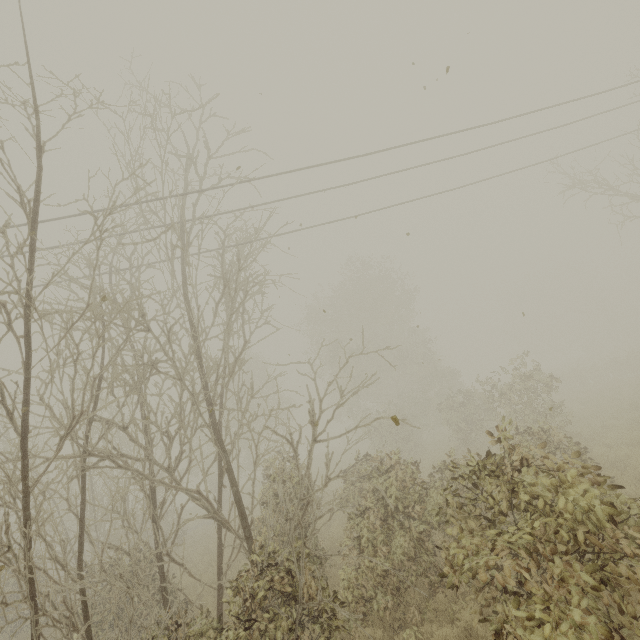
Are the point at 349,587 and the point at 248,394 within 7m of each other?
yes
